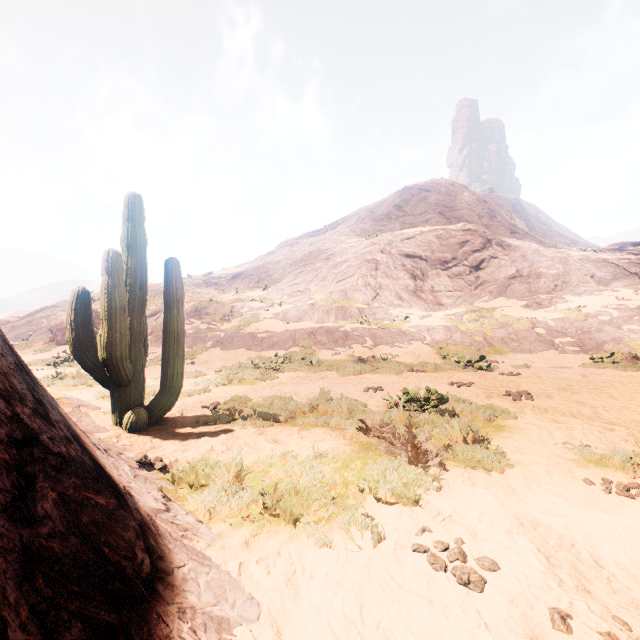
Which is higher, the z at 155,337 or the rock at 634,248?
the rock at 634,248

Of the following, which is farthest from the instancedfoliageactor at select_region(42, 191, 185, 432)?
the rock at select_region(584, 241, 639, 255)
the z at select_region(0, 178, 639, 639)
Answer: the rock at select_region(584, 241, 639, 255)

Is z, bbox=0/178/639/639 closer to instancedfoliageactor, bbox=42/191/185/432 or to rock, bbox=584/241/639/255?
instancedfoliageactor, bbox=42/191/185/432

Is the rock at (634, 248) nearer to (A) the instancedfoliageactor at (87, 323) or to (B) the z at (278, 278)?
(B) the z at (278, 278)

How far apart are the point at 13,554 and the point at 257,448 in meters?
3.5

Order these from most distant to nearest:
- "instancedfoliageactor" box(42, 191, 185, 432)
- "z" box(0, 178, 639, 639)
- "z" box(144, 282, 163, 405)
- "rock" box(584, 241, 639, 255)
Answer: "rock" box(584, 241, 639, 255)
"z" box(144, 282, 163, 405)
"instancedfoliageactor" box(42, 191, 185, 432)
"z" box(0, 178, 639, 639)
